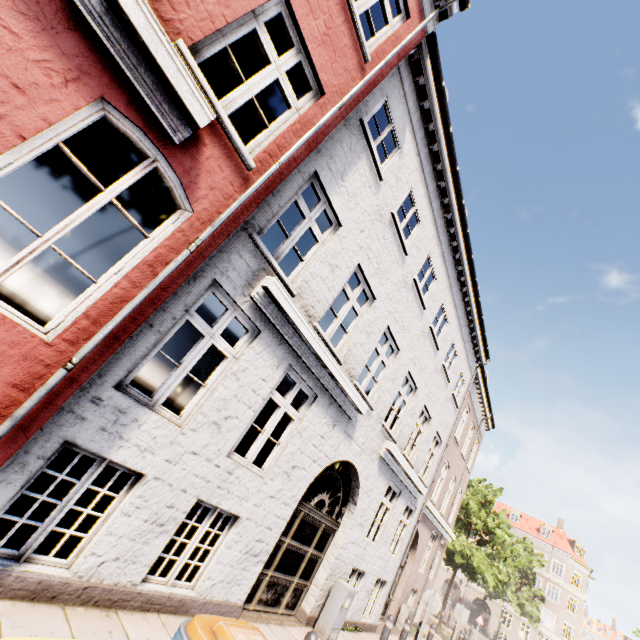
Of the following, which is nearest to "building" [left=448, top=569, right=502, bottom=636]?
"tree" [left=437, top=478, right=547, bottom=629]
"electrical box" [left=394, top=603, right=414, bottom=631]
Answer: "tree" [left=437, top=478, right=547, bottom=629]

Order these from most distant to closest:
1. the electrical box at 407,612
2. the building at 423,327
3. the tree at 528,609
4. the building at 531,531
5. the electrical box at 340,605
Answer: the building at 531,531
the tree at 528,609
the electrical box at 407,612
the electrical box at 340,605
the building at 423,327

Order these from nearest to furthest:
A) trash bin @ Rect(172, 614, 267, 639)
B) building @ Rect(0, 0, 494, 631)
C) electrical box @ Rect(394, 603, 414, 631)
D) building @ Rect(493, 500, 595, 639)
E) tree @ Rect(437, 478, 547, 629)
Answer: trash bin @ Rect(172, 614, 267, 639) → building @ Rect(0, 0, 494, 631) → electrical box @ Rect(394, 603, 414, 631) → tree @ Rect(437, 478, 547, 629) → building @ Rect(493, 500, 595, 639)

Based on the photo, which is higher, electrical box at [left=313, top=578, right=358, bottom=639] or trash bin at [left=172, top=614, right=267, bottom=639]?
trash bin at [left=172, top=614, right=267, bottom=639]

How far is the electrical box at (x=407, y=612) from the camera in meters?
12.3

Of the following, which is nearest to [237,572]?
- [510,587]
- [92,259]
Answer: [92,259]

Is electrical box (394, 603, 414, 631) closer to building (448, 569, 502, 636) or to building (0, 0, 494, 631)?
building (0, 0, 494, 631)

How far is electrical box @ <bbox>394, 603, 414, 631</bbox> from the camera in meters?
12.3
